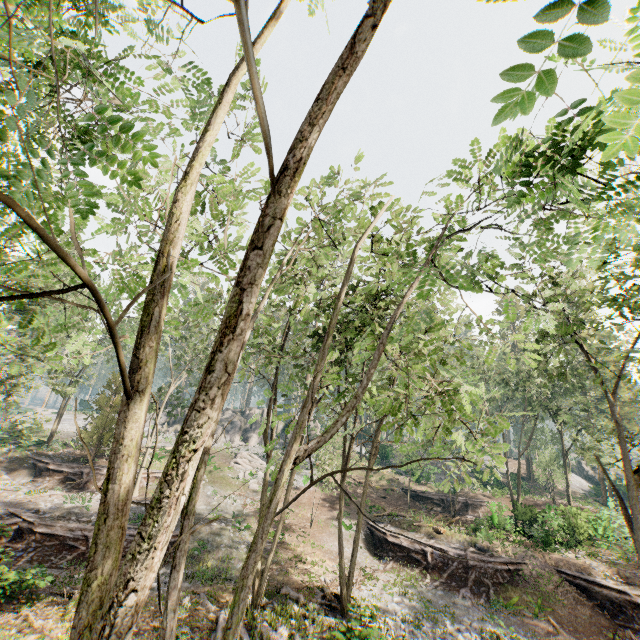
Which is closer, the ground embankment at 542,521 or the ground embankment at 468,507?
the ground embankment at 542,521

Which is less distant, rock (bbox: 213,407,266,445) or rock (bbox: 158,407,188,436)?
rock (bbox: 213,407,266,445)

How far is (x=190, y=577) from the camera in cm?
1794

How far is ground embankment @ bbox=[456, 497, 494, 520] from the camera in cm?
3269

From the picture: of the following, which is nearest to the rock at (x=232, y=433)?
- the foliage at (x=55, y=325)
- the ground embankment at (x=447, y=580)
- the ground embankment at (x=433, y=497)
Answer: the foliage at (x=55, y=325)

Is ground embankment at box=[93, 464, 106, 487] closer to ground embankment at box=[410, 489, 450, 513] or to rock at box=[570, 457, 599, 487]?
ground embankment at box=[410, 489, 450, 513]

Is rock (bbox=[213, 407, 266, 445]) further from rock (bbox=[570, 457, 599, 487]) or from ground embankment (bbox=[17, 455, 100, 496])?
rock (bbox=[570, 457, 599, 487])

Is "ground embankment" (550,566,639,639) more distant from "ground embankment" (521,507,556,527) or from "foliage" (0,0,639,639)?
"ground embankment" (521,507,556,527)
